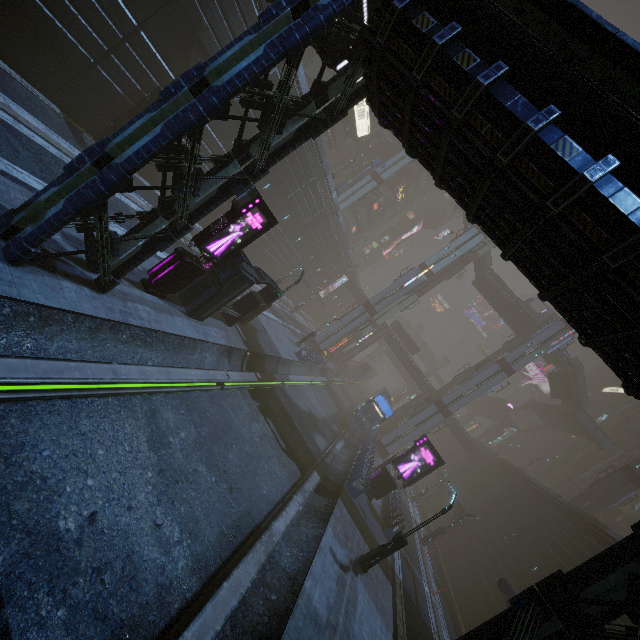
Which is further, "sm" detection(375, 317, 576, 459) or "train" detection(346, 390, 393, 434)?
"sm" detection(375, 317, 576, 459)

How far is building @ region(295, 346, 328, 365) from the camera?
32.0 meters

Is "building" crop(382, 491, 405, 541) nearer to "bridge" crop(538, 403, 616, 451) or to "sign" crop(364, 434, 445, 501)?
"sign" crop(364, 434, 445, 501)

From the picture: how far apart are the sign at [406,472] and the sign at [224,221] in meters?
18.1

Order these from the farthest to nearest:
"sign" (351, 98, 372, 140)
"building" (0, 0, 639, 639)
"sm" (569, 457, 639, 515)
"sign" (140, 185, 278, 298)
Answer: "sign" (351, 98, 372, 140) < "sm" (569, 457, 639, 515) < "sign" (140, 185, 278, 298) < "building" (0, 0, 639, 639)

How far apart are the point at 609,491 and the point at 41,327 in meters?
50.3 m

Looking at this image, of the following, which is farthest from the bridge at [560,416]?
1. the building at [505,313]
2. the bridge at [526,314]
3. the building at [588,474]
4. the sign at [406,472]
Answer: the sign at [406,472]

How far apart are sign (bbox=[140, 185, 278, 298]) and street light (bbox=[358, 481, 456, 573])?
14.18m
